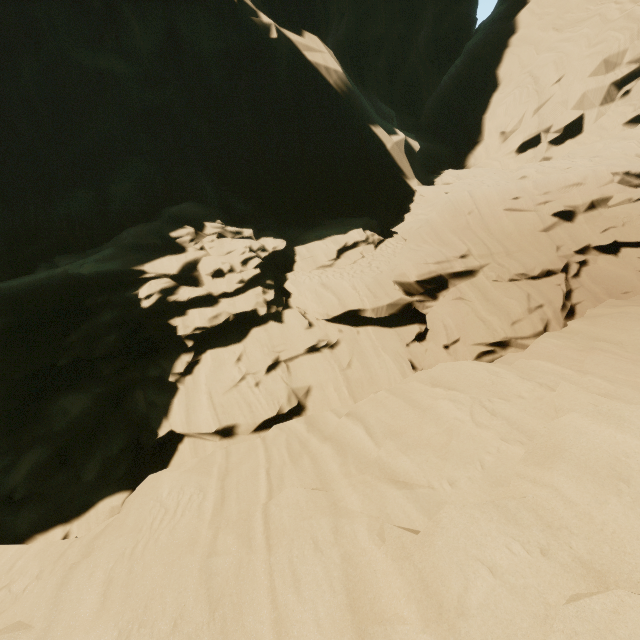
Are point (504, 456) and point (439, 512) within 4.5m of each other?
yes
